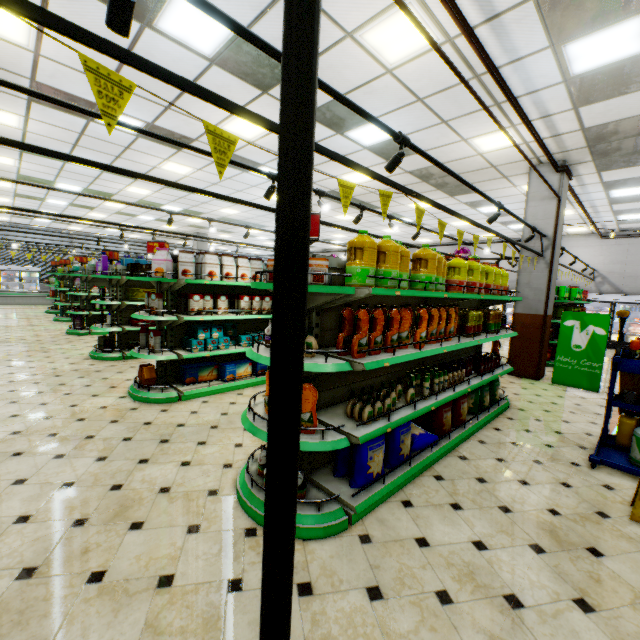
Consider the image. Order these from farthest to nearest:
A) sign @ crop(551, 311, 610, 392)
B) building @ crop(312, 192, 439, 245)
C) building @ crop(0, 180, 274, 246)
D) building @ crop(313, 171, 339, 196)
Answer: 1. building @ crop(0, 180, 274, 246)
2. building @ crop(312, 192, 439, 245)
3. building @ crop(313, 171, 339, 196)
4. sign @ crop(551, 311, 610, 392)

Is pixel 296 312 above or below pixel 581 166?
below

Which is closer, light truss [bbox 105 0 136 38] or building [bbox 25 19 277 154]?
light truss [bbox 105 0 136 38]

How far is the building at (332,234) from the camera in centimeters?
1684cm

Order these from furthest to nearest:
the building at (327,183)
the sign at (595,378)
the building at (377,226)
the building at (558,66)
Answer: the building at (377,226), the building at (327,183), the sign at (595,378), the building at (558,66)

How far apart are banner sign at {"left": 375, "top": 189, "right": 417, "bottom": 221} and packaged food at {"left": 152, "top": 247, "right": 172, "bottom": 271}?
3.4 meters

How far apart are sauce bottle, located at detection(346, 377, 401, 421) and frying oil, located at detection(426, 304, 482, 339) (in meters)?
0.87

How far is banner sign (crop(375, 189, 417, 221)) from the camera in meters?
2.9
